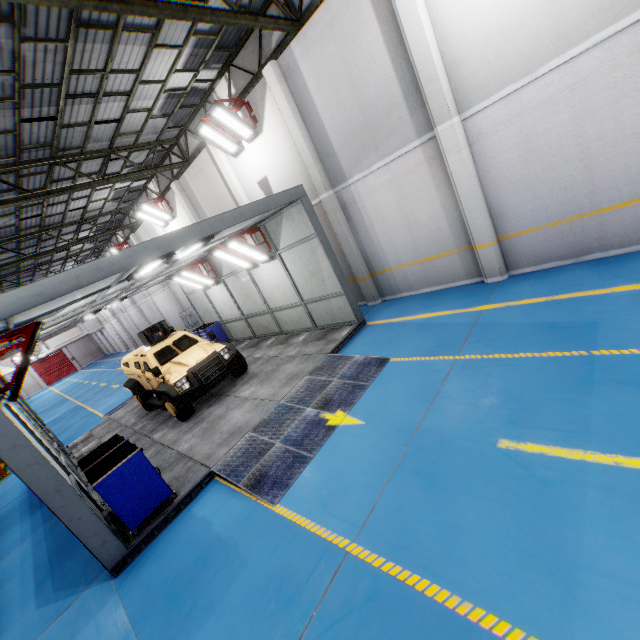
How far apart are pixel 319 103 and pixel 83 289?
7.86m

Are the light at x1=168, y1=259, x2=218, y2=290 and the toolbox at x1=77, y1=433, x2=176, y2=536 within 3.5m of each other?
no

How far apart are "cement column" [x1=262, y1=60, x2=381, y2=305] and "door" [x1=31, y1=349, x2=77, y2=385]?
51.4m

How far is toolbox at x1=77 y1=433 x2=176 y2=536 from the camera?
5.25m

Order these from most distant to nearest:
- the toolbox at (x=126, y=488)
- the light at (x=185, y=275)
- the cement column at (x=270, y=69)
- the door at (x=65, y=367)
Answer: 1. the door at (x=65, y=367)
2. the light at (x=185, y=275)
3. the cement column at (x=270, y=69)
4. the toolbox at (x=126, y=488)

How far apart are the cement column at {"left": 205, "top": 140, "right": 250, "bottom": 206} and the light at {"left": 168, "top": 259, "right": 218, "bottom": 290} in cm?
221

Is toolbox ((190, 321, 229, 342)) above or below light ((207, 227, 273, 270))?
below

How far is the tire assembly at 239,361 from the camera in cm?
1004
